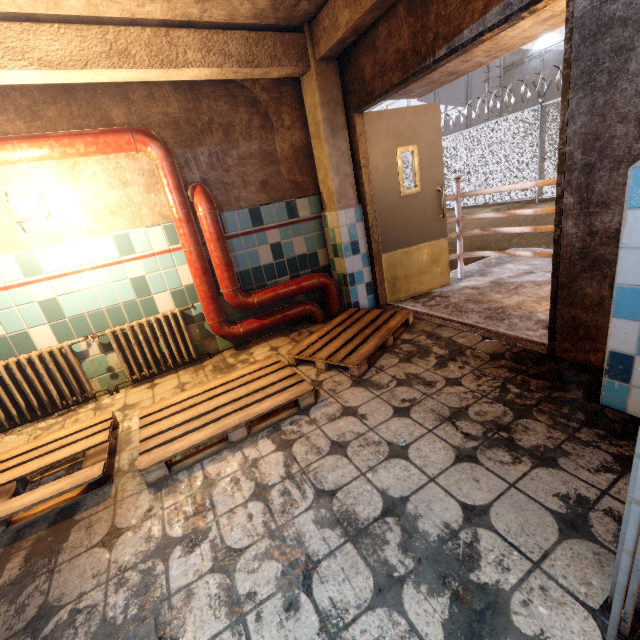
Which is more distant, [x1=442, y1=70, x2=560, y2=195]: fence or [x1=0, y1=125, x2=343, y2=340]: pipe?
[x1=442, y1=70, x2=560, y2=195]: fence

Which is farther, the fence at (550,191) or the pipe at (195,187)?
the fence at (550,191)

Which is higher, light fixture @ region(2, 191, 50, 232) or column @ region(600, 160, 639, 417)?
light fixture @ region(2, 191, 50, 232)

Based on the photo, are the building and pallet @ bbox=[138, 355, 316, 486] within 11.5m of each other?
no

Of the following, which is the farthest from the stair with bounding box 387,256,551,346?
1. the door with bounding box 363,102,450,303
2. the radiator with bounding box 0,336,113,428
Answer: the radiator with bounding box 0,336,113,428

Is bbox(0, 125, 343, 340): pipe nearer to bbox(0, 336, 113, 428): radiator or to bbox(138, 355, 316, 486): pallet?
bbox(0, 336, 113, 428): radiator

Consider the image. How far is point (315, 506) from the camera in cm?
160

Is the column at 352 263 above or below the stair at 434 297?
above
